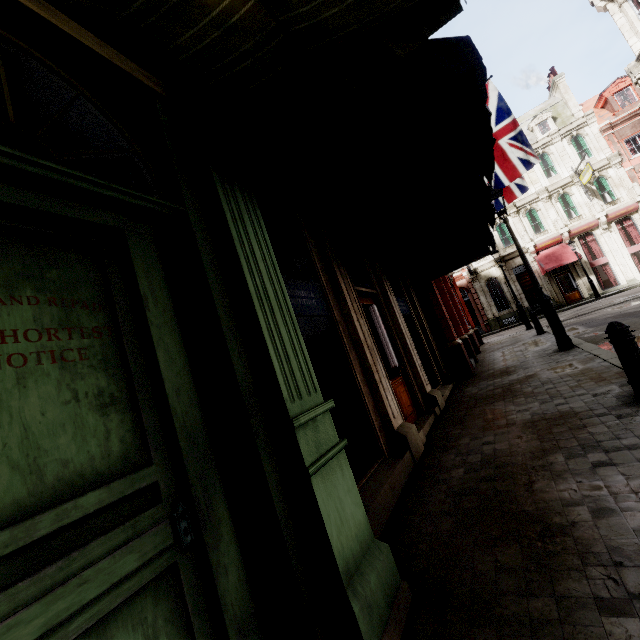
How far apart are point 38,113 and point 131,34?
0.7 meters

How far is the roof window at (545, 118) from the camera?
28.0m

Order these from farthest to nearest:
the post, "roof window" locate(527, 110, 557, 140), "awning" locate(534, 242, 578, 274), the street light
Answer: "roof window" locate(527, 110, 557, 140), "awning" locate(534, 242, 578, 274), the street light, the post

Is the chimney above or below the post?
above

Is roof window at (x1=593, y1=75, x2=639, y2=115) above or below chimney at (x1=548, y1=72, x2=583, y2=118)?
below

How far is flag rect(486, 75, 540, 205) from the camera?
10.0 meters

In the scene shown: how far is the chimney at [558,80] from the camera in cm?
2744

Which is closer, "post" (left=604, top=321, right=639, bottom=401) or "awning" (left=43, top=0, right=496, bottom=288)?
"awning" (left=43, top=0, right=496, bottom=288)
